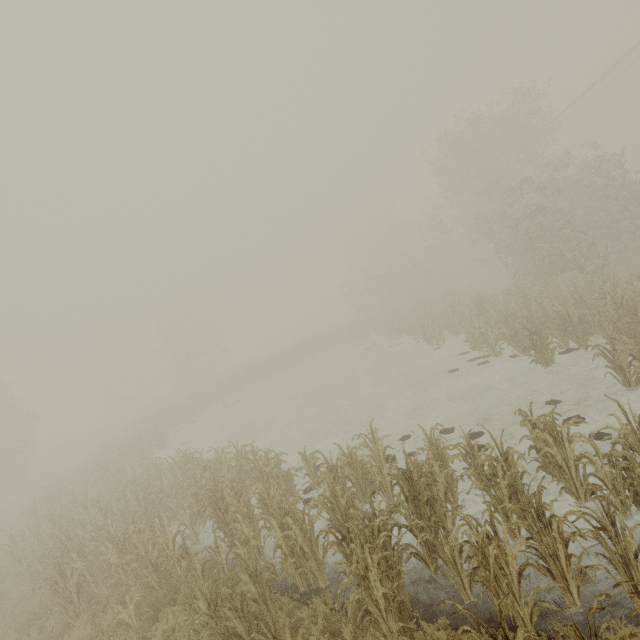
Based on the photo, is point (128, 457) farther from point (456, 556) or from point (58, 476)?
point (456, 556)
